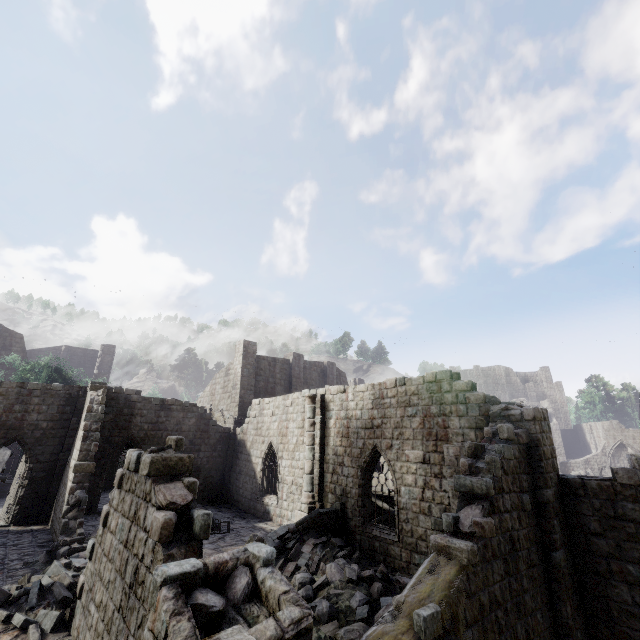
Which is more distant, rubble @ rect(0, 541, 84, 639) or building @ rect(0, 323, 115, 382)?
building @ rect(0, 323, 115, 382)

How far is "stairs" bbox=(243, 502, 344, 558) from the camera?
11.9m

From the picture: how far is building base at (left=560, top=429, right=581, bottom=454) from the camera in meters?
57.4 m

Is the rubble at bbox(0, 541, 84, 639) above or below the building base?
below

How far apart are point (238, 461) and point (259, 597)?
19.91m

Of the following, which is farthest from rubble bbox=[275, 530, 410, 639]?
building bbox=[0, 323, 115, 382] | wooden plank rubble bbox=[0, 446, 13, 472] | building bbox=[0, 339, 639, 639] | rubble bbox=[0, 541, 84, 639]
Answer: building bbox=[0, 323, 115, 382]

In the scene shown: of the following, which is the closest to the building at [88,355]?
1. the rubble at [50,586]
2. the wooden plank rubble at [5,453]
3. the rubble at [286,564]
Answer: the wooden plank rubble at [5,453]

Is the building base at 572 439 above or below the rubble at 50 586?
above
